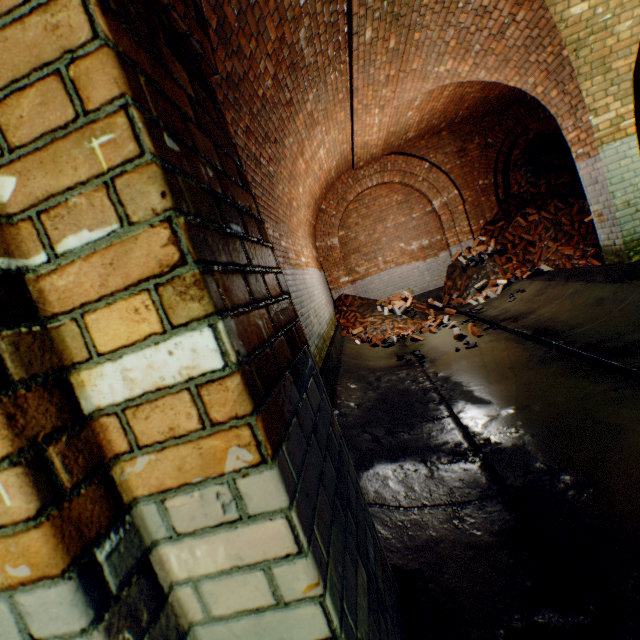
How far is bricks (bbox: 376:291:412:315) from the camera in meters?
8.7

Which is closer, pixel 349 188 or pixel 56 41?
pixel 56 41

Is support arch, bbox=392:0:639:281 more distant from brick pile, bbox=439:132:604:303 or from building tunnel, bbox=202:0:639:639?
brick pile, bbox=439:132:604:303

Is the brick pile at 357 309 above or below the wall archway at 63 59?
below

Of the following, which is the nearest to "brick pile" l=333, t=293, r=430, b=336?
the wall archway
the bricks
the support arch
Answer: the bricks

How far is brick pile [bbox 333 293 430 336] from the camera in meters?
8.1 m

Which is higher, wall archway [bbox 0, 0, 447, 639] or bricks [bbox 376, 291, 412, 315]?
wall archway [bbox 0, 0, 447, 639]

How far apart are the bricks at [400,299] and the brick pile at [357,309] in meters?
0.0
